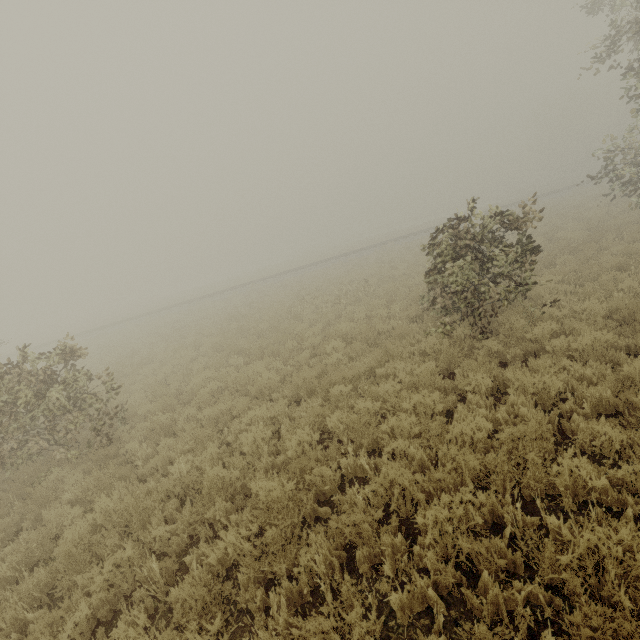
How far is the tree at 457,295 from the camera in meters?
7.2

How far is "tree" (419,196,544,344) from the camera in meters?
7.2 m

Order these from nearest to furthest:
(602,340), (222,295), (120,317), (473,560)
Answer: (473,560), (602,340), (222,295), (120,317)
